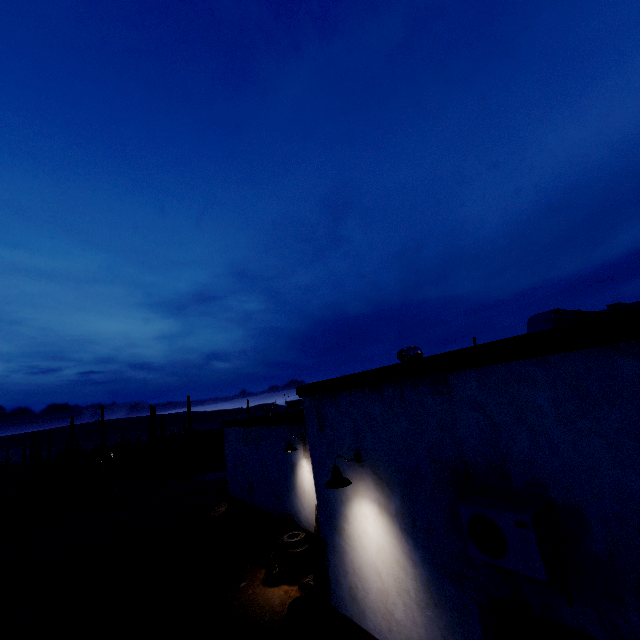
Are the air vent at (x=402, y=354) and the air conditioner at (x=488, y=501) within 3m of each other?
no

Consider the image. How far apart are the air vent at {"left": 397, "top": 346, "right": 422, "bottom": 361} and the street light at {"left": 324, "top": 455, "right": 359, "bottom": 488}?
2.6 meters

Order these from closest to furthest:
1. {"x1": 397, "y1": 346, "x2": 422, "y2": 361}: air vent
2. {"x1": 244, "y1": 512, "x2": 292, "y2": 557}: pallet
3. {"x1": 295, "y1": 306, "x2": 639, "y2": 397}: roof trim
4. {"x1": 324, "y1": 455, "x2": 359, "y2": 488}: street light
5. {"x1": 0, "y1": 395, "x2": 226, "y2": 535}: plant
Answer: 1. {"x1": 295, "y1": 306, "x2": 639, "y2": 397}: roof trim
2. {"x1": 324, "y1": 455, "x2": 359, "y2": 488}: street light
3. {"x1": 397, "y1": 346, "x2": 422, "y2": 361}: air vent
4. {"x1": 244, "y1": 512, "x2": 292, "y2": 557}: pallet
5. {"x1": 0, "y1": 395, "x2": 226, "y2": 535}: plant

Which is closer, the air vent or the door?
the door

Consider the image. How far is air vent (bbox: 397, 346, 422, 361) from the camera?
7.5m

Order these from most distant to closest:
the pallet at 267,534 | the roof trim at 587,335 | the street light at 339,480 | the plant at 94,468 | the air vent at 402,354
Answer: the plant at 94,468 → the pallet at 267,534 → the air vent at 402,354 → the street light at 339,480 → the roof trim at 587,335

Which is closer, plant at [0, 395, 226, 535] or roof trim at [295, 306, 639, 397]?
roof trim at [295, 306, 639, 397]

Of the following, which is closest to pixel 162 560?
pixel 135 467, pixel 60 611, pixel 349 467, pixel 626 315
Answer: pixel 60 611
